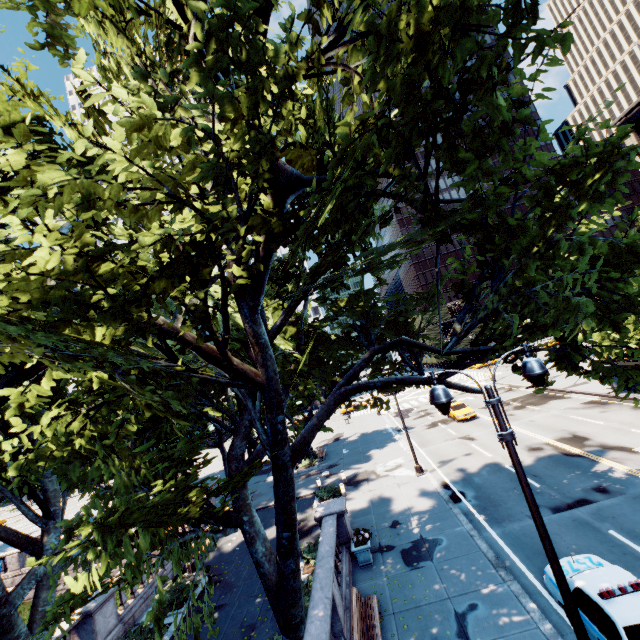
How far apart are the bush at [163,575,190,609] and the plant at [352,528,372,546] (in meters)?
8.38

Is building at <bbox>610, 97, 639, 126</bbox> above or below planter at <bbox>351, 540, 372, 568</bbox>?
above

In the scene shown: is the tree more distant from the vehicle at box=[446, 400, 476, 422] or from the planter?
the vehicle at box=[446, 400, 476, 422]

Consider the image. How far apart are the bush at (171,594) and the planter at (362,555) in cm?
808

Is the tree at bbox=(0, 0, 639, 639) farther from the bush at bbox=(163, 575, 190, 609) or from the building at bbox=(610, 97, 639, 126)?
the building at bbox=(610, 97, 639, 126)

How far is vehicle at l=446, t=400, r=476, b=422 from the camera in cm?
3031

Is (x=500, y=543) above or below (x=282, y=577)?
below

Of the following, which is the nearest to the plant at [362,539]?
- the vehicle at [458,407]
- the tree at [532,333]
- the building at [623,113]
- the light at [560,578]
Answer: the tree at [532,333]
